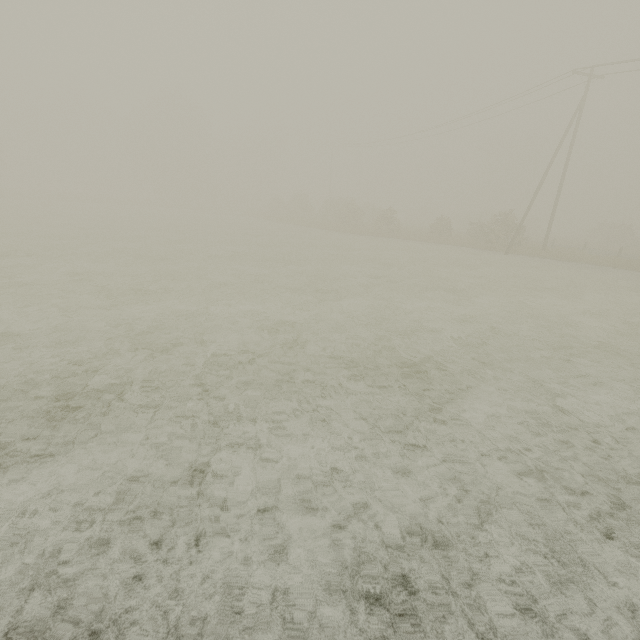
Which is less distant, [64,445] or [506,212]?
[64,445]
